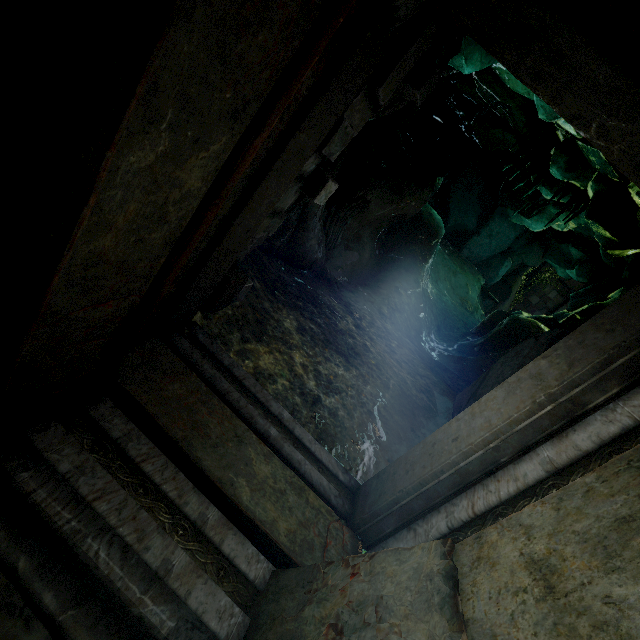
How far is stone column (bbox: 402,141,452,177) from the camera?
9.8 meters

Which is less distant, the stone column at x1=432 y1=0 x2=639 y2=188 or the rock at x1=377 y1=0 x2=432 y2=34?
the stone column at x1=432 y1=0 x2=639 y2=188

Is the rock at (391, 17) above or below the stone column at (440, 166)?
below

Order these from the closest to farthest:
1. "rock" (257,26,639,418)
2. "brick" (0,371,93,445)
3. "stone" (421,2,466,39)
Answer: "brick" (0,371,93,445)
"stone" (421,2,466,39)
"rock" (257,26,639,418)

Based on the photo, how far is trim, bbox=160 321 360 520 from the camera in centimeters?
295cm

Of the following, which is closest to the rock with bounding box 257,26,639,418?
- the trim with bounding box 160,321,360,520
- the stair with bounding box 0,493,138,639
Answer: the stair with bounding box 0,493,138,639

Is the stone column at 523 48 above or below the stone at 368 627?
above

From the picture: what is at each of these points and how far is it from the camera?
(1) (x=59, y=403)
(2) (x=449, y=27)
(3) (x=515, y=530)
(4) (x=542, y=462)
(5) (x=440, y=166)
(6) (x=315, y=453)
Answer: (1) brick, 1.9m
(2) stone, 2.5m
(3) stone column, 1.5m
(4) trim, 1.9m
(5) stone column, 10.0m
(6) trim, 3.2m
